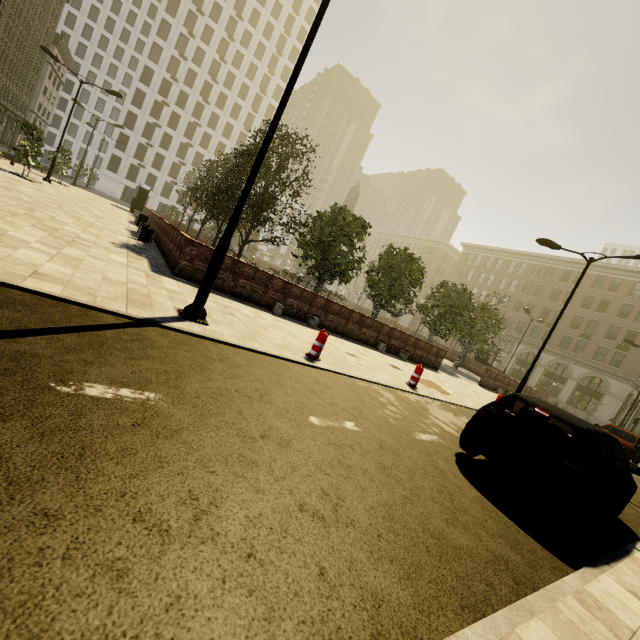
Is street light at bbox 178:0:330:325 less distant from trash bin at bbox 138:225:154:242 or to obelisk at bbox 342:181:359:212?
trash bin at bbox 138:225:154:242

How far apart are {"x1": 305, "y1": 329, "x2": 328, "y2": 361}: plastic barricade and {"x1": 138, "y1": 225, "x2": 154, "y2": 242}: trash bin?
11.0m

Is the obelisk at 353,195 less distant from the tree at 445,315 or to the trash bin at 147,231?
the tree at 445,315

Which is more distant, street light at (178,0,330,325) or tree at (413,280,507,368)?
tree at (413,280,507,368)

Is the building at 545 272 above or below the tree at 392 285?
above

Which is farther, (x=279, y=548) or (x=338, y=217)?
(x=338, y=217)

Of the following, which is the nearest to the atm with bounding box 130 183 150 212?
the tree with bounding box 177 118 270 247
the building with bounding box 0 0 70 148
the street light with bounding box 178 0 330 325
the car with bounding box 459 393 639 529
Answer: the tree with bounding box 177 118 270 247

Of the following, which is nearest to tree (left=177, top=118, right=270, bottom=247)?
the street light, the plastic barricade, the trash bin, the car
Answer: the trash bin
